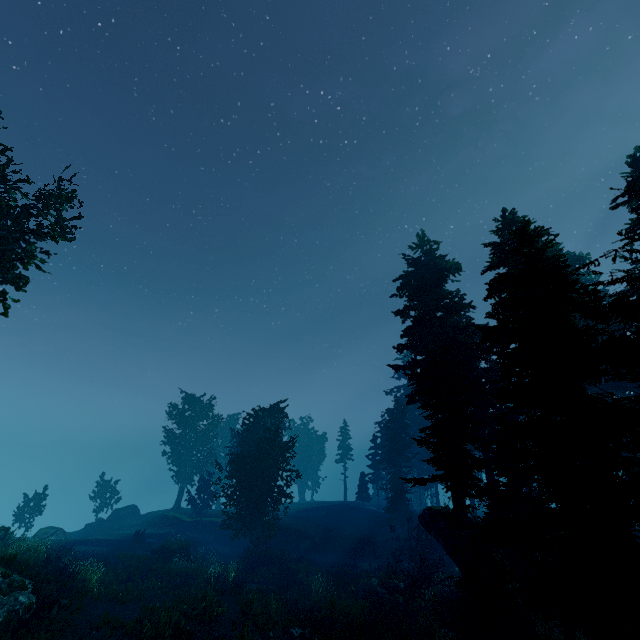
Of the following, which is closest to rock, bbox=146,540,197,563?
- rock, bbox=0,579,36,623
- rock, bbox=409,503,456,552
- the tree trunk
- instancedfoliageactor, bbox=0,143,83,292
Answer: instancedfoliageactor, bbox=0,143,83,292

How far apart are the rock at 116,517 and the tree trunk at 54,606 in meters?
32.2 m

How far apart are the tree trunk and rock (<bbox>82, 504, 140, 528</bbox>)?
32.2m

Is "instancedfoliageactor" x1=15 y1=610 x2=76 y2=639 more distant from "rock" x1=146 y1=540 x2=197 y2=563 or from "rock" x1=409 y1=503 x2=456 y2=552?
"rock" x1=146 y1=540 x2=197 y2=563

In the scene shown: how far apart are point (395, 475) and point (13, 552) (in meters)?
31.84

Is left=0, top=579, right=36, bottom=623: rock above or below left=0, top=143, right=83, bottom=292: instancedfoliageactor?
below

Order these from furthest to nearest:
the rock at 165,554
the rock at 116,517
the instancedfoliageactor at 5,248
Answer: the rock at 116,517 → the rock at 165,554 → the instancedfoliageactor at 5,248

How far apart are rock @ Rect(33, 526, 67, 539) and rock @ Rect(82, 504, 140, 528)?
7.77m
